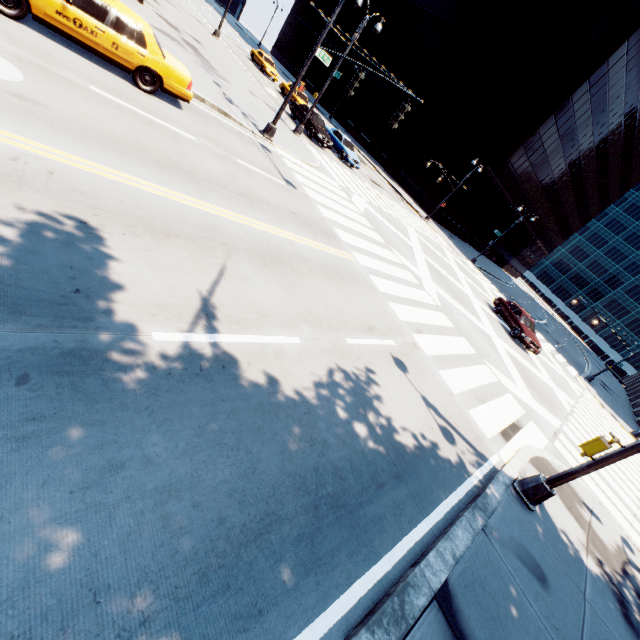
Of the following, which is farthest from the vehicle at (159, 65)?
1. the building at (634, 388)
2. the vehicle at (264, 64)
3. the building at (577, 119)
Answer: the building at (634, 388)

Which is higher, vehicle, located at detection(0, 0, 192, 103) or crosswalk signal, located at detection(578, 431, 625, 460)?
crosswalk signal, located at detection(578, 431, 625, 460)

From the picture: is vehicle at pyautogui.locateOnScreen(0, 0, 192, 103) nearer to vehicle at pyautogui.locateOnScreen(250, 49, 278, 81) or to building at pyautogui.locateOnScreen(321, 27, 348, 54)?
vehicle at pyautogui.locateOnScreen(250, 49, 278, 81)

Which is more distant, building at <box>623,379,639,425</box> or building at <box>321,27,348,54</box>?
building at <box>321,27,348,54</box>

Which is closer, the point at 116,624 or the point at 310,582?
the point at 116,624

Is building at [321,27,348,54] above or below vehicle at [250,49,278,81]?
above

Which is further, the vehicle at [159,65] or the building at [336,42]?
the building at [336,42]
